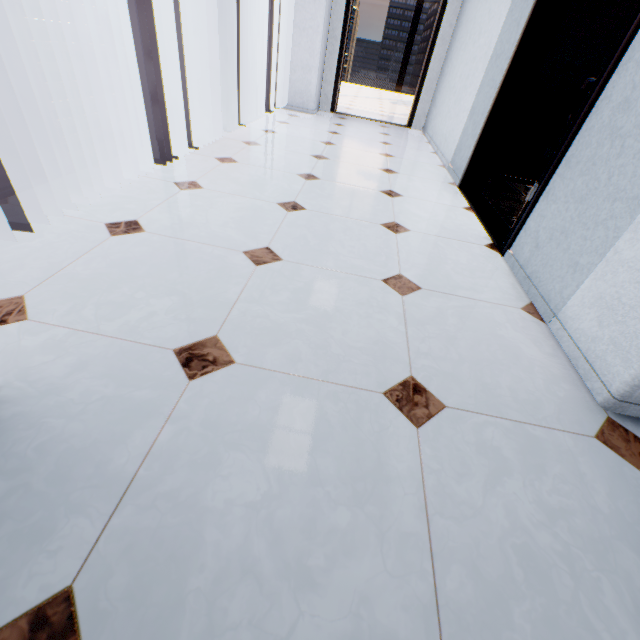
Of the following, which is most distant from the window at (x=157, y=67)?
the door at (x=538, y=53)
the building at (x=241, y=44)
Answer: the building at (x=241, y=44)

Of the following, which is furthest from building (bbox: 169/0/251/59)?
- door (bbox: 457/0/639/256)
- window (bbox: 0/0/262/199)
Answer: door (bbox: 457/0/639/256)

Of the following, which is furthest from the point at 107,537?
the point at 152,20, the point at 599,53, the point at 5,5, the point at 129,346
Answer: the point at 5,5

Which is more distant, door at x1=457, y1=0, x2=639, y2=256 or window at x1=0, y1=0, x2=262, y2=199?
window at x1=0, y1=0, x2=262, y2=199

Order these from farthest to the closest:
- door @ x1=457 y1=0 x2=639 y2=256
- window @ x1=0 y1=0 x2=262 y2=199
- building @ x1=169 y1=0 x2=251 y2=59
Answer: building @ x1=169 y1=0 x2=251 y2=59, window @ x1=0 y1=0 x2=262 y2=199, door @ x1=457 y1=0 x2=639 y2=256

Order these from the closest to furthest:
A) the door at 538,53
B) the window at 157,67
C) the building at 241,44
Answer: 1. the door at 538,53
2. the window at 157,67
3. the building at 241,44
